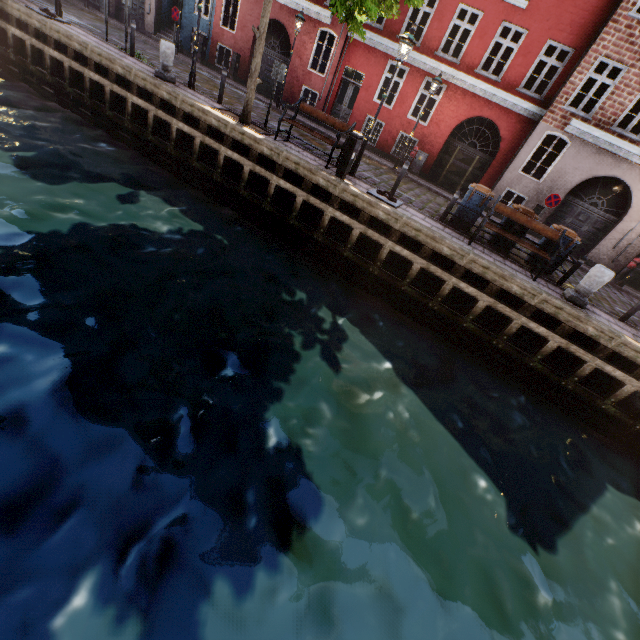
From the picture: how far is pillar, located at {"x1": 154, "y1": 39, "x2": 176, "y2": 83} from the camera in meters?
10.6

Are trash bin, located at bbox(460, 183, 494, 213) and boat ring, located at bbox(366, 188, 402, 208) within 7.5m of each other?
yes

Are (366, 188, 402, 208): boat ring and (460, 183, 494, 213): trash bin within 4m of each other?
yes

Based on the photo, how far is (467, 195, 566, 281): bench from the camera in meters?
8.7

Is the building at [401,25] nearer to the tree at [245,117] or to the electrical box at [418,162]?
the electrical box at [418,162]

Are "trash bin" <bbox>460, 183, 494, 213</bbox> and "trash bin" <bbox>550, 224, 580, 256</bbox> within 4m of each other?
yes

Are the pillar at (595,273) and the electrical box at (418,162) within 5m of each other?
no

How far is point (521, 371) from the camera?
9.1m
